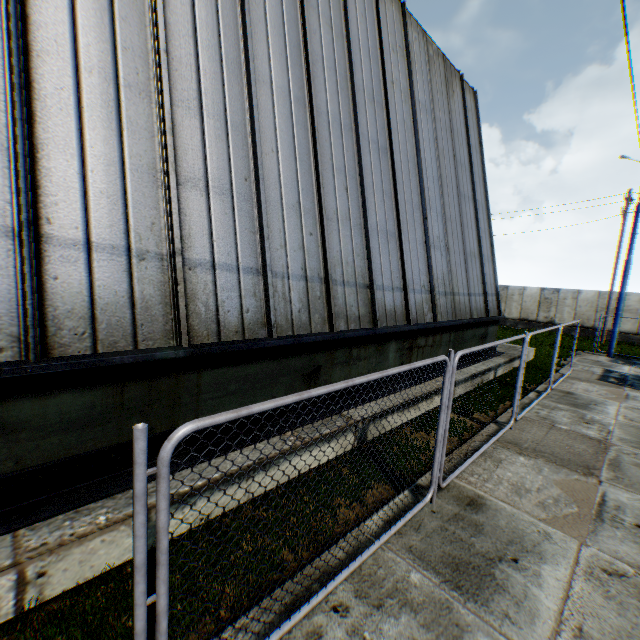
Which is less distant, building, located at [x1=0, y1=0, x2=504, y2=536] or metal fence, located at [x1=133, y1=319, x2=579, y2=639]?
metal fence, located at [x1=133, y1=319, x2=579, y2=639]

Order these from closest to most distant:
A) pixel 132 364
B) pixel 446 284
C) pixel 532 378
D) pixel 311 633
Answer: pixel 311 633 < pixel 132 364 < pixel 446 284 < pixel 532 378

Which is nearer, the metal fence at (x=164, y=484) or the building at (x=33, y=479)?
the metal fence at (x=164, y=484)
